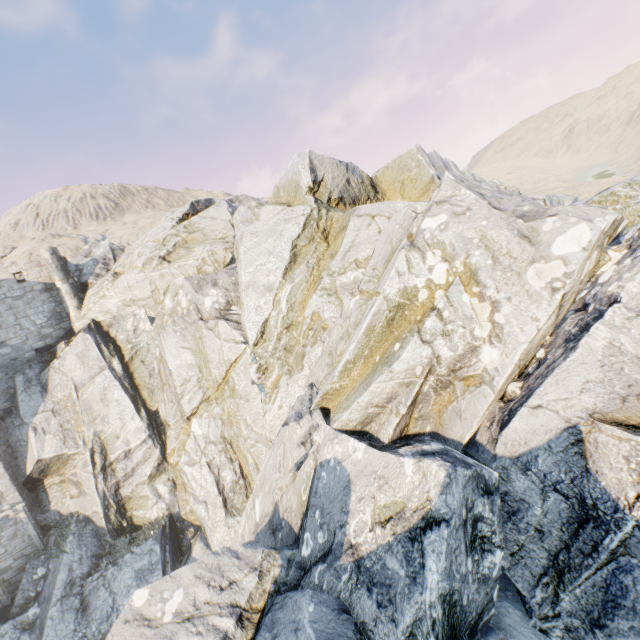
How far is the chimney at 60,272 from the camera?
22.2 meters

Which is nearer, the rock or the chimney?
the rock

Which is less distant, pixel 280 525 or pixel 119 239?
pixel 280 525

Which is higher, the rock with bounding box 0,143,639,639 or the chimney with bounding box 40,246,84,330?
the chimney with bounding box 40,246,84,330

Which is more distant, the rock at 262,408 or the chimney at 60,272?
the chimney at 60,272

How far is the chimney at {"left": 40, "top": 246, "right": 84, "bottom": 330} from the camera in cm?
2217
